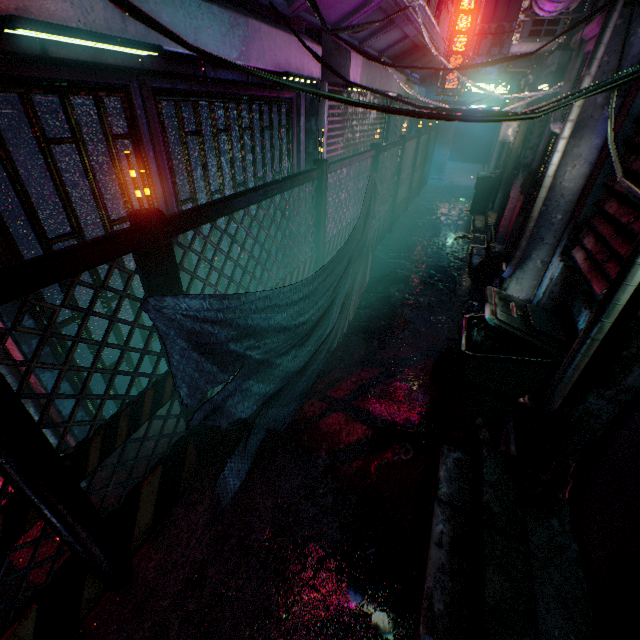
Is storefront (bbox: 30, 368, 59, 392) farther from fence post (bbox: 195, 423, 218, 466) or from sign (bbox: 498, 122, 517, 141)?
sign (bbox: 498, 122, 517, 141)

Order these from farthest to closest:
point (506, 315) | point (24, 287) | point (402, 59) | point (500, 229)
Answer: point (402, 59), point (500, 229), point (506, 315), point (24, 287)

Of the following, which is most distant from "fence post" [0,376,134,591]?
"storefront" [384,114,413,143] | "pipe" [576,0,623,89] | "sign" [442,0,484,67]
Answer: "storefront" [384,114,413,143]

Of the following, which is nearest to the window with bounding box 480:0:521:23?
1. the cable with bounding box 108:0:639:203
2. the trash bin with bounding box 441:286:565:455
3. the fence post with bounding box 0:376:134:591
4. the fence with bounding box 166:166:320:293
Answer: the cable with bounding box 108:0:639:203

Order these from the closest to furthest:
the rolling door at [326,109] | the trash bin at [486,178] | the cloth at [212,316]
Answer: the cloth at [212,316]
the rolling door at [326,109]
the trash bin at [486,178]

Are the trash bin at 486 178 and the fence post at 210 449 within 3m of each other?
no

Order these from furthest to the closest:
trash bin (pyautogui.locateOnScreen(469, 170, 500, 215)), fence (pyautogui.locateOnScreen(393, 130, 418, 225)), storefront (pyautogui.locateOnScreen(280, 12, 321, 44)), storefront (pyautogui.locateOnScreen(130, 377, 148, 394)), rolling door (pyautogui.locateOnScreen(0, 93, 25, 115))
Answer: trash bin (pyautogui.locateOnScreen(469, 170, 500, 215)) < fence (pyautogui.locateOnScreen(393, 130, 418, 225)) < storefront (pyautogui.locateOnScreen(280, 12, 321, 44)) < storefront (pyautogui.locateOnScreen(130, 377, 148, 394)) < rolling door (pyautogui.locateOnScreen(0, 93, 25, 115))

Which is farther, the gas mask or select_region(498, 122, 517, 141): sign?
select_region(498, 122, 517, 141): sign
